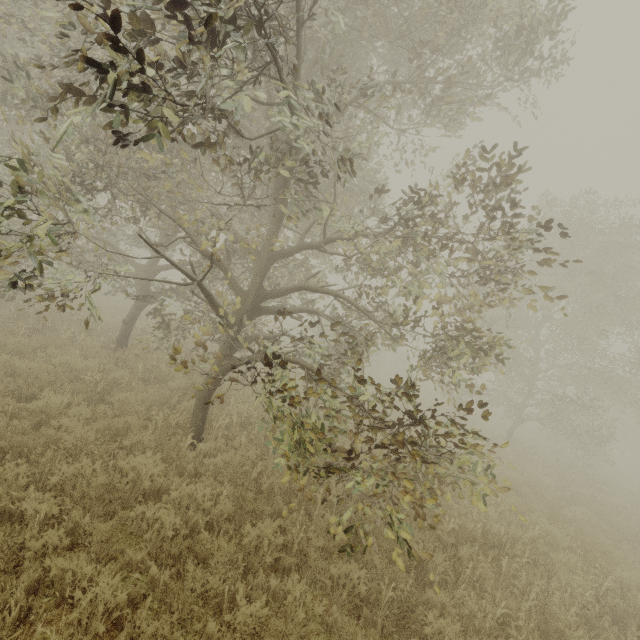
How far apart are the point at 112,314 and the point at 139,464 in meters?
14.6 m
